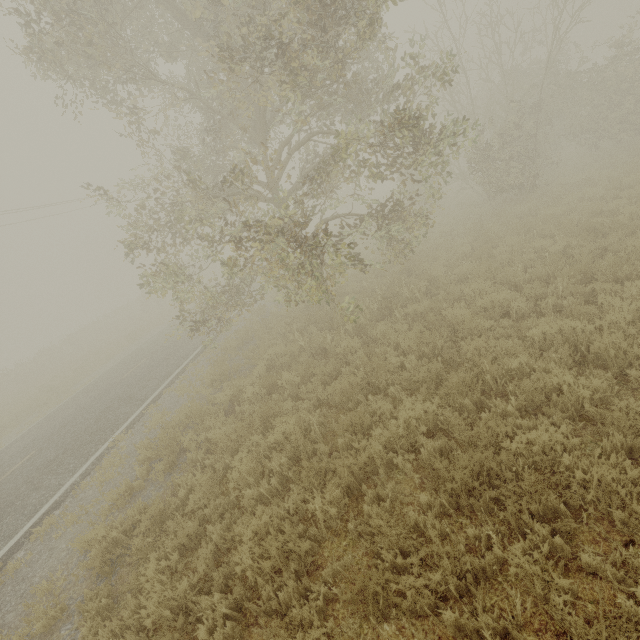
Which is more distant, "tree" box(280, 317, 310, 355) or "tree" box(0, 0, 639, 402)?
"tree" box(280, 317, 310, 355)

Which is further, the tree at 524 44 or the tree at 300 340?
the tree at 300 340

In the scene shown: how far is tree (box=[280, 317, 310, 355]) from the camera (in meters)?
9.65

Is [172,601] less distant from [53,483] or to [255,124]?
[53,483]

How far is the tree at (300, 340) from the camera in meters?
9.7

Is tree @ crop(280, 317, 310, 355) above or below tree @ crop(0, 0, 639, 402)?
below
